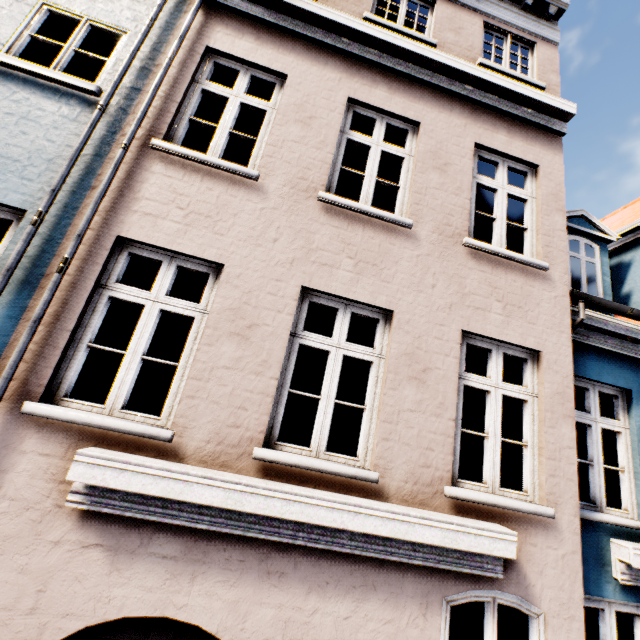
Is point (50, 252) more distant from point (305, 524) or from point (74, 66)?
point (74, 66)
